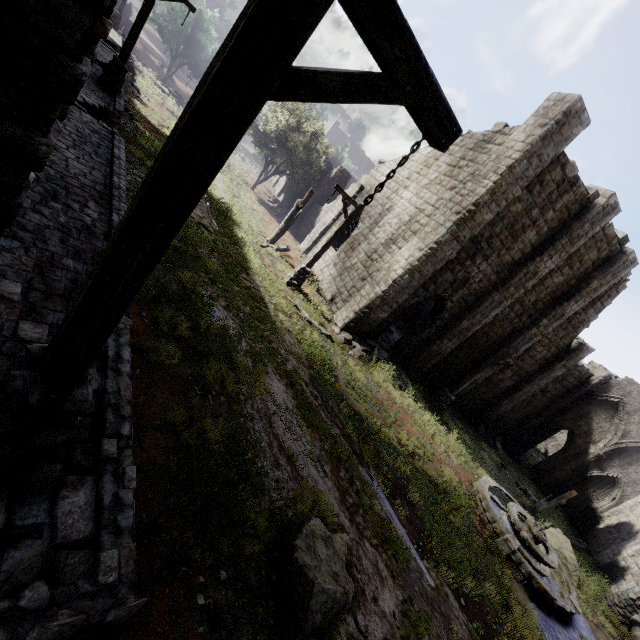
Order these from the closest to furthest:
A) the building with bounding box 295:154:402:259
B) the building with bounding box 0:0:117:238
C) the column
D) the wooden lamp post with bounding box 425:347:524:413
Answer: the building with bounding box 0:0:117:238
the wooden lamp post with bounding box 425:347:524:413
the building with bounding box 295:154:402:259
the column

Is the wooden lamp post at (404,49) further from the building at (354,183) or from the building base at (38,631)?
the building at (354,183)

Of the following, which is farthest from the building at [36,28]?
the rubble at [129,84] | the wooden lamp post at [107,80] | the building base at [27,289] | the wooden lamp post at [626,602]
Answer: the rubble at [129,84]

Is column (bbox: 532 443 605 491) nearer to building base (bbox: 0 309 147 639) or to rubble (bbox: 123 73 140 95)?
building base (bbox: 0 309 147 639)

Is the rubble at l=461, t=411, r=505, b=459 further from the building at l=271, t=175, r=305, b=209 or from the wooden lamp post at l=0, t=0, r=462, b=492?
the wooden lamp post at l=0, t=0, r=462, b=492

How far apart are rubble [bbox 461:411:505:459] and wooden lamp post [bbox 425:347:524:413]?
6.44m

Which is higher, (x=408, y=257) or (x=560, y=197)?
(x=560, y=197)

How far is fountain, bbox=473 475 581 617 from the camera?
9.5m
